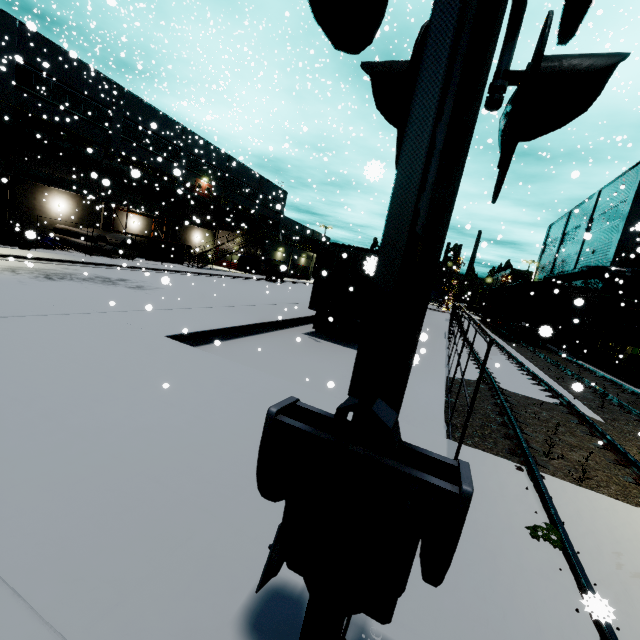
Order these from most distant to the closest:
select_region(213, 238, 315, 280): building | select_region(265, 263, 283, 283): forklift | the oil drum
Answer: select_region(213, 238, 315, 280): building < select_region(265, 263, 283, 283): forklift < the oil drum

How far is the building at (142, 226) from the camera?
33.2 meters

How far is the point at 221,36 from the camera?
34.09m

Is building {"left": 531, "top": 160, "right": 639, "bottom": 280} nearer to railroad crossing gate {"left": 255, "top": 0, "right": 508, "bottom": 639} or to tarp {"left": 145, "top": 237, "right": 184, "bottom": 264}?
tarp {"left": 145, "top": 237, "right": 184, "bottom": 264}

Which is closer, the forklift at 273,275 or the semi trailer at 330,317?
the semi trailer at 330,317

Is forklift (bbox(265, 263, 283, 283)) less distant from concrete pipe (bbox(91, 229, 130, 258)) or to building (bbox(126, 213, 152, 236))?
building (bbox(126, 213, 152, 236))

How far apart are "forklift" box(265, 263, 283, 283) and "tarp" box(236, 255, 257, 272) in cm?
328

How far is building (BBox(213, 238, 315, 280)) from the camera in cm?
4281
